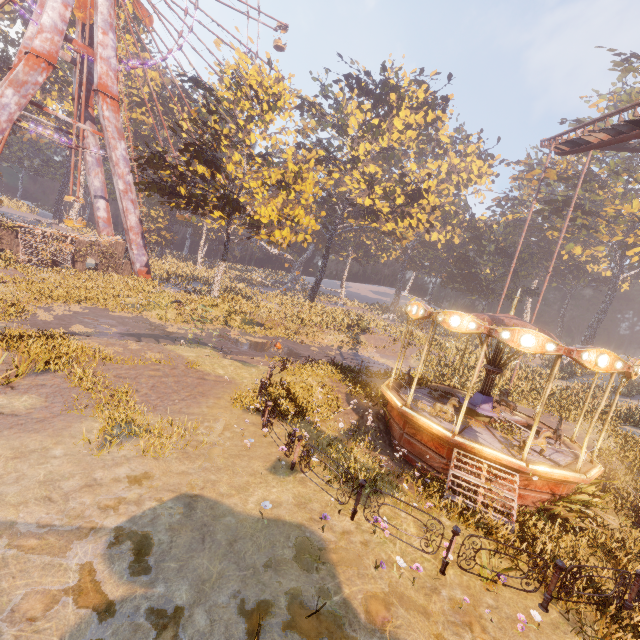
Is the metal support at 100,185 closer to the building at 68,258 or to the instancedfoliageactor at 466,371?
the building at 68,258

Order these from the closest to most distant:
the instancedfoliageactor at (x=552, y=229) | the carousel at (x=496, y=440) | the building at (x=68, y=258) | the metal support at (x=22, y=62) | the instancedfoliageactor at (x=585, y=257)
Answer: the carousel at (x=496, y=440) < the metal support at (x=22, y=62) < the building at (x=68, y=258) < the instancedfoliageactor at (x=585, y=257) < the instancedfoliageactor at (x=552, y=229)

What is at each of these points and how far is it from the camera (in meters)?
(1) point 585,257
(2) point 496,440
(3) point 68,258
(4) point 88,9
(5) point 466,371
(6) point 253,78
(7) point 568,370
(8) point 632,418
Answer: (1) instancedfoliageactor, 49.97
(2) carousel, 11.03
(3) building, 27.95
(4) ferris wheel, 26.14
(5) instancedfoliageactor, 22.69
(6) tree, 24.12
(7) instancedfoliageactor, 36.16
(8) instancedfoliageactor, 19.88

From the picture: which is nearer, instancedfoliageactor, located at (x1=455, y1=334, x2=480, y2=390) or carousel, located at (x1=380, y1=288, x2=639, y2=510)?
carousel, located at (x1=380, y1=288, x2=639, y2=510)

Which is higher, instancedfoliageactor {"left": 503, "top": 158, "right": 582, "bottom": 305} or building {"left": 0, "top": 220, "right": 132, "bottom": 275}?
instancedfoliageactor {"left": 503, "top": 158, "right": 582, "bottom": 305}

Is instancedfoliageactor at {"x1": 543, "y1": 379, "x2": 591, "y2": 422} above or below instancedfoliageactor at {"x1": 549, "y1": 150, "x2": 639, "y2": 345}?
below

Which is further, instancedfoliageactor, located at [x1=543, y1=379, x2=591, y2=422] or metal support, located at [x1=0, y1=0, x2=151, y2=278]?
metal support, located at [x1=0, y1=0, x2=151, y2=278]

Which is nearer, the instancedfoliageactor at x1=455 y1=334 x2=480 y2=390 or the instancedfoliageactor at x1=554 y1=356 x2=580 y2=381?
the instancedfoliageactor at x1=455 y1=334 x2=480 y2=390
